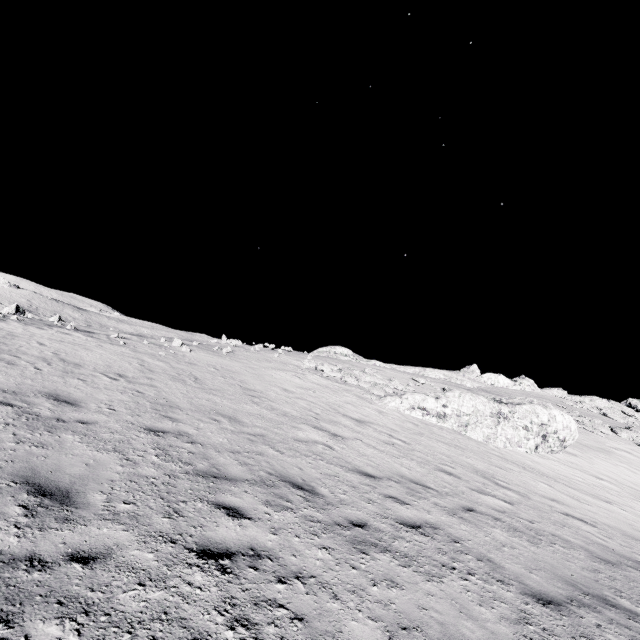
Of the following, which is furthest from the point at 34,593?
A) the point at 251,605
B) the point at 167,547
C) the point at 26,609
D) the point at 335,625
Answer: the point at 335,625
